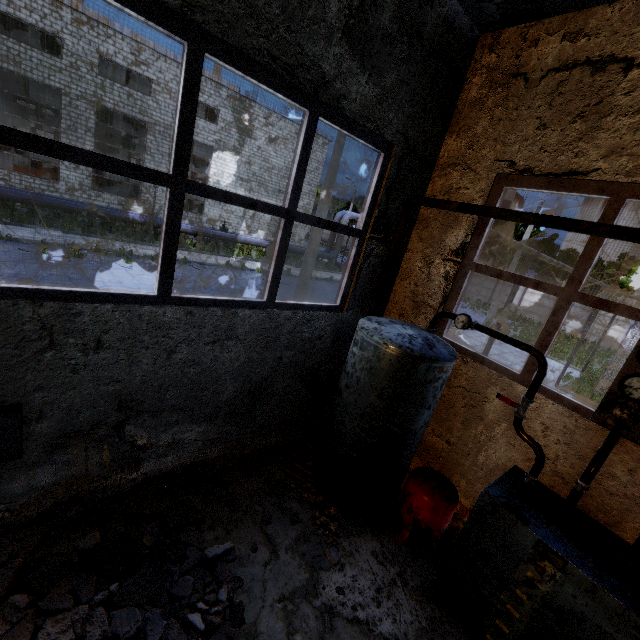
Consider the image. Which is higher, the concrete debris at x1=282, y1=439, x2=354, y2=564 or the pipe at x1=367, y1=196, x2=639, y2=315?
the pipe at x1=367, y1=196, x2=639, y2=315

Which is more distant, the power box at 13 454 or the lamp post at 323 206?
the lamp post at 323 206

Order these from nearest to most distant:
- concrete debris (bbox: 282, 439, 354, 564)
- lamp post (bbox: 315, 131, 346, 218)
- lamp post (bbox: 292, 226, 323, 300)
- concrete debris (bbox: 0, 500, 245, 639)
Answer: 1. concrete debris (bbox: 0, 500, 245, 639)
2. concrete debris (bbox: 282, 439, 354, 564)
3. lamp post (bbox: 315, 131, 346, 218)
4. lamp post (bbox: 292, 226, 323, 300)

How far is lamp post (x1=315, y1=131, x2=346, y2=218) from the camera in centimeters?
1016cm

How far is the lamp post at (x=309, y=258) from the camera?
11.0 meters

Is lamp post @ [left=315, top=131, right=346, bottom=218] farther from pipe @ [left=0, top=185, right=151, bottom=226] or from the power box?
pipe @ [left=0, top=185, right=151, bottom=226]

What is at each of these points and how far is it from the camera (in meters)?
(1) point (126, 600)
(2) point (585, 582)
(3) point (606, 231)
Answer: (1) concrete debris, 3.03
(2) boiler group, 2.83
(3) pipe, 3.01

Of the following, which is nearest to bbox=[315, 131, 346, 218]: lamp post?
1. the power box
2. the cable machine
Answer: the power box
